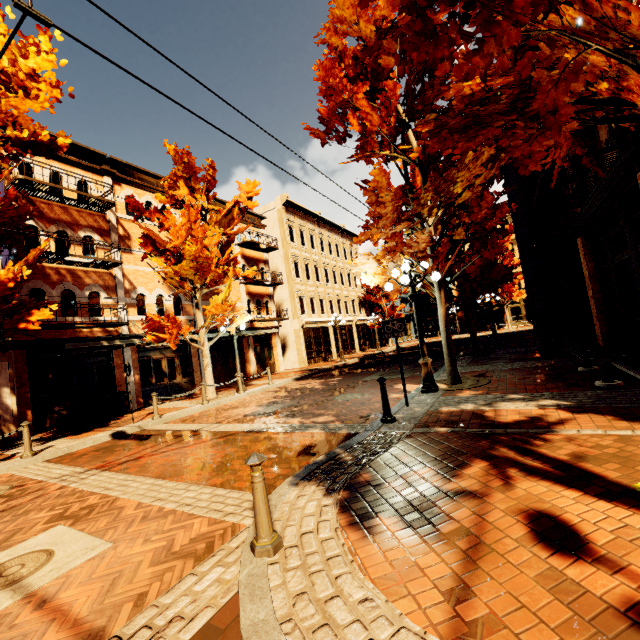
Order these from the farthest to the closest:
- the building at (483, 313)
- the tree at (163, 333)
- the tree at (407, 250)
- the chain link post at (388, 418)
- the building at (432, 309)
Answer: the building at (432, 309) < the building at (483, 313) < the tree at (163, 333) < the chain link post at (388, 418) < the tree at (407, 250)

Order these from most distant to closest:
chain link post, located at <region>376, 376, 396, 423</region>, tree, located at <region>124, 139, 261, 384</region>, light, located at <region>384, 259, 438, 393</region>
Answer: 1. tree, located at <region>124, 139, 261, 384</region>
2. light, located at <region>384, 259, 438, 393</region>
3. chain link post, located at <region>376, 376, 396, 423</region>

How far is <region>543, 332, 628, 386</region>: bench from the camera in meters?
6.4 m

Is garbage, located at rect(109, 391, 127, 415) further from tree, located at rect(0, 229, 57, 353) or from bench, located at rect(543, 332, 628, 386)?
bench, located at rect(543, 332, 628, 386)

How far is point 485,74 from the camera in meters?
1.9

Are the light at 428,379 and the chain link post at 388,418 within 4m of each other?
yes

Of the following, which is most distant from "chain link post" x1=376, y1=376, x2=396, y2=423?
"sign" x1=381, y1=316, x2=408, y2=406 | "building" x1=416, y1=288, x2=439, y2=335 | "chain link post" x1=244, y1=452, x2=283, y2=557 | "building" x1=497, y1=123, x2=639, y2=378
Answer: "building" x1=416, y1=288, x2=439, y2=335

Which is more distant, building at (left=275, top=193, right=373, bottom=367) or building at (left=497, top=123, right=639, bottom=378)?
building at (left=275, top=193, right=373, bottom=367)
